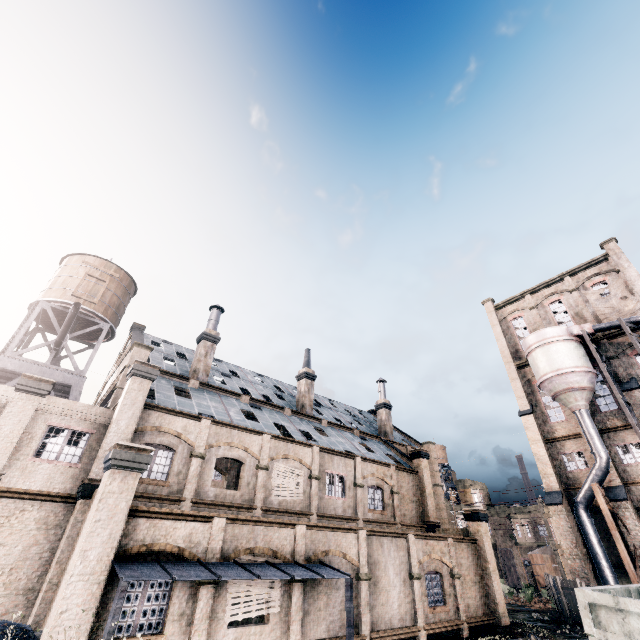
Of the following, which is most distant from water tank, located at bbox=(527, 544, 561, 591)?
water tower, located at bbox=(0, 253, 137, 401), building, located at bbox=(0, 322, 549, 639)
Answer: water tower, located at bbox=(0, 253, 137, 401)

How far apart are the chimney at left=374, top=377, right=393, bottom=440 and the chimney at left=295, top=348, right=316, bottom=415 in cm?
1078

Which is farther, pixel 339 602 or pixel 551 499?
pixel 551 499

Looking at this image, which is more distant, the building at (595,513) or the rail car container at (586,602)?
the building at (595,513)

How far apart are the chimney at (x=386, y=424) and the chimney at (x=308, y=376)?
10.8m

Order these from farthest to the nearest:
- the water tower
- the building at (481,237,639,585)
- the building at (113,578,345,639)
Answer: the building at (481,237,639,585), the water tower, the building at (113,578,345,639)

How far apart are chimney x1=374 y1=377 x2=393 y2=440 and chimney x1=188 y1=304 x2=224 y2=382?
22.0 meters

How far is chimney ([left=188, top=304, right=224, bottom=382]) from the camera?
26.6 meters
